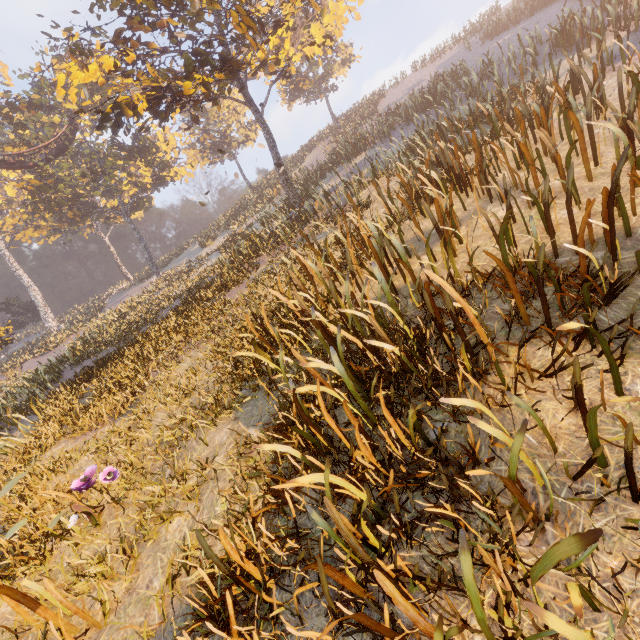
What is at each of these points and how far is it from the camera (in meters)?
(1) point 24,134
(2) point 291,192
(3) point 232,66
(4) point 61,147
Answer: (1) instancedfoliageactor, 28.11
(2) tree, 16.52
(3) tree, 10.90
(4) roller coaster, 27.56

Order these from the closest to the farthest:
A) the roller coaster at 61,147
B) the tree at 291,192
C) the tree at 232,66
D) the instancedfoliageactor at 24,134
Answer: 1. the tree at 232,66
2. the tree at 291,192
3. the roller coaster at 61,147
4. the instancedfoliageactor at 24,134

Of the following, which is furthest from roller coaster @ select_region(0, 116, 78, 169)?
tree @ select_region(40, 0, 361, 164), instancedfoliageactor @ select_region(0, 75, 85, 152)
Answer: tree @ select_region(40, 0, 361, 164)

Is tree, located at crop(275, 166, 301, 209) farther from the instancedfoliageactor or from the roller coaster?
the instancedfoliageactor

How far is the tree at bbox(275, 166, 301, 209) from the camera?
15.92m

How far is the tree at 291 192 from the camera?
15.9m

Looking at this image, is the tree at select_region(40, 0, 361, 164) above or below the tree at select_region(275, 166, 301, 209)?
above
